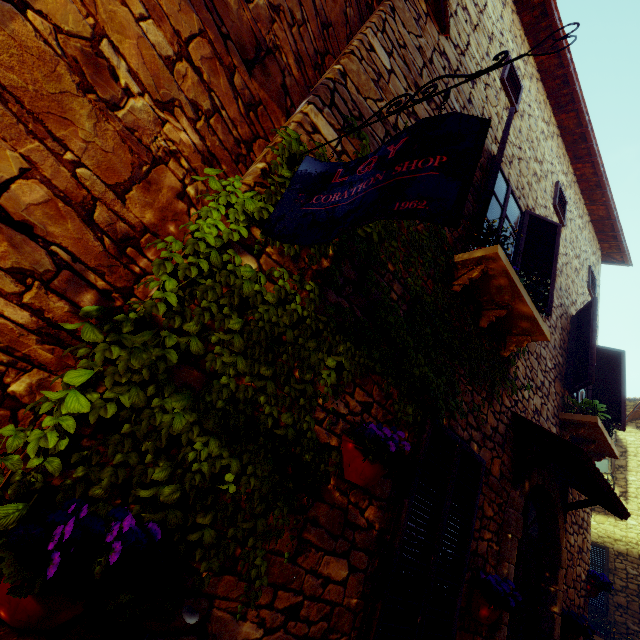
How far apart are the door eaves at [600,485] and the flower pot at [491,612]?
1.0 meters

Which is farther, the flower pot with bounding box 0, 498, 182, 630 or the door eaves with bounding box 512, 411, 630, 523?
the door eaves with bounding box 512, 411, 630, 523

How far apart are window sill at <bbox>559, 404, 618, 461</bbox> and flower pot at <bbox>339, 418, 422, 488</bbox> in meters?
4.3

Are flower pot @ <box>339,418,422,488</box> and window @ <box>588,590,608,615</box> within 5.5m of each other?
no

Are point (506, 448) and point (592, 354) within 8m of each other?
yes

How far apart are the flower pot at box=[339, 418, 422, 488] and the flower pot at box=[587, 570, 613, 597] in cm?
579

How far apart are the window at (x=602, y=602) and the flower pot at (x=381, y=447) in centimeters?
Answer: 1189cm

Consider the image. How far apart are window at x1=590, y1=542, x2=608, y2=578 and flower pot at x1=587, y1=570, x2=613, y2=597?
5.5 meters
